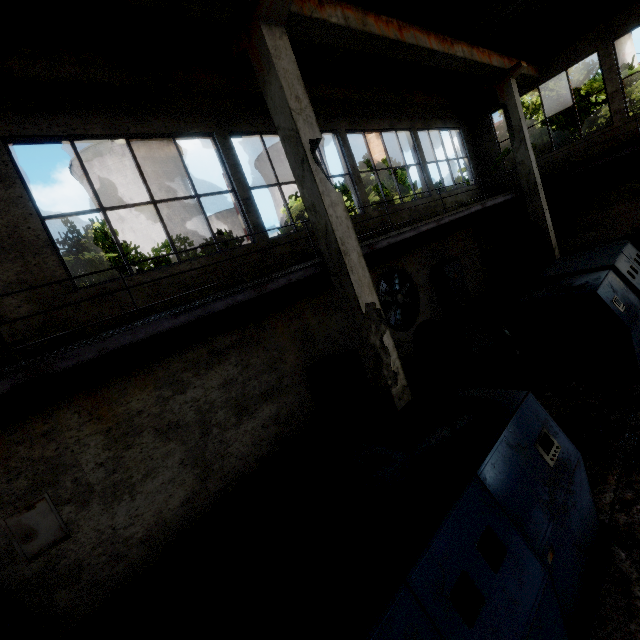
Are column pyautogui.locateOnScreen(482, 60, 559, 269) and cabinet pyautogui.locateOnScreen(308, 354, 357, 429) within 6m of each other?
no

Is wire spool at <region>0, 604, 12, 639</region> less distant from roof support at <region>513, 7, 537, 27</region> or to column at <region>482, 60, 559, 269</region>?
roof support at <region>513, 7, 537, 27</region>

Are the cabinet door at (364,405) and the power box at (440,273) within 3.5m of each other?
no

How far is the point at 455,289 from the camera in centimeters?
1188cm

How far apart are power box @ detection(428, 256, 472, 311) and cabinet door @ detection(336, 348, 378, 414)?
5.3m

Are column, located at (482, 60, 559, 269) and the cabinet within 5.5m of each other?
no

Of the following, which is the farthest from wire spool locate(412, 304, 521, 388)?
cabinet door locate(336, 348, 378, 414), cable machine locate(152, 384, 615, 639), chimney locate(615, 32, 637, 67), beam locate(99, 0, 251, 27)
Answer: chimney locate(615, 32, 637, 67)

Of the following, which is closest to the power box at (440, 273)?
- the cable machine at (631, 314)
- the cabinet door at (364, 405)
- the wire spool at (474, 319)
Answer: the cable machine at (631, 314)
